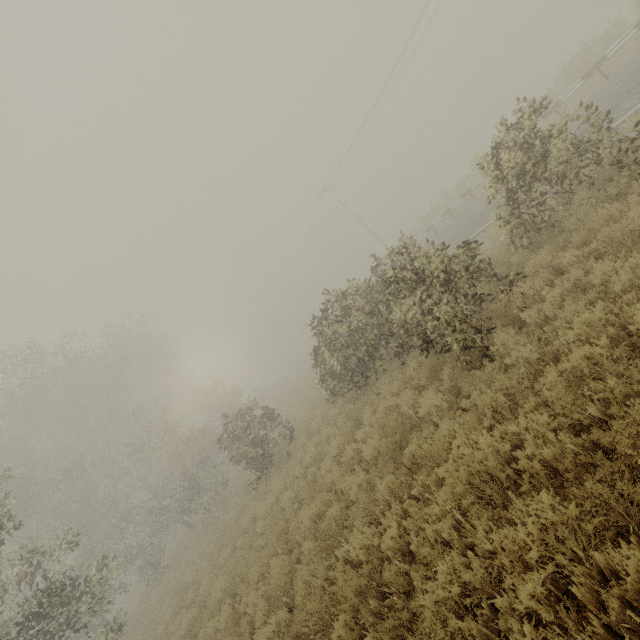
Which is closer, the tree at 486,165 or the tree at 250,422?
the tree at 486,165

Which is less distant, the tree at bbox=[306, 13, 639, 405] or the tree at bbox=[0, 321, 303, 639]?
the tree at bbox=[306, 13, 639, 405]

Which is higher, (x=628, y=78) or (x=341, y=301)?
(x=341, y=301)
